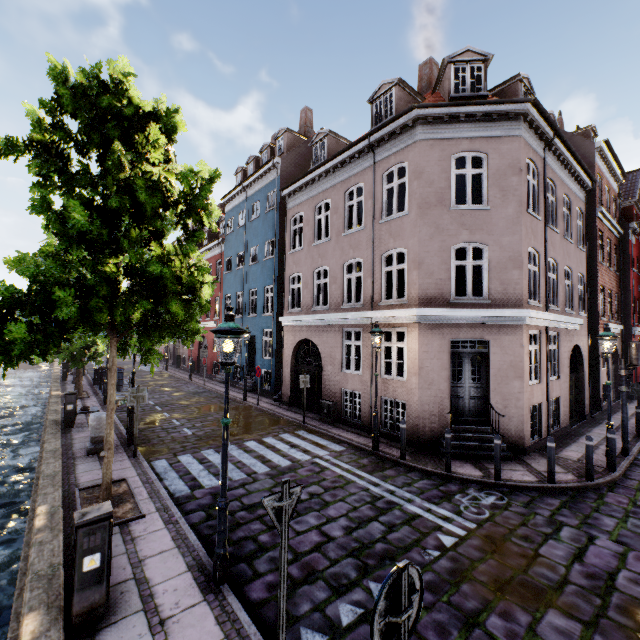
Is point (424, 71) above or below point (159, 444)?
above

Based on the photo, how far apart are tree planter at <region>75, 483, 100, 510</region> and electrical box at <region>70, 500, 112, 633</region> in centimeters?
187cm

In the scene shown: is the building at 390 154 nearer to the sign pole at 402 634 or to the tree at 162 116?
the tree at 162 116

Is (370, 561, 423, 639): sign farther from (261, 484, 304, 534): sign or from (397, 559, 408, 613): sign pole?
(261, 484, 304, 534): sign

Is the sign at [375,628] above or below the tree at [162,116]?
below

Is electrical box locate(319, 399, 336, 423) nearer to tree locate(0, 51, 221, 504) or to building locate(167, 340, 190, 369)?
building locate(167, 340, 190, 369)

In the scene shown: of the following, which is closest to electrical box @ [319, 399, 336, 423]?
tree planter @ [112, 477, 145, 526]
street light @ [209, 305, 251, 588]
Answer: street light @ [209, 305, 251, 588]

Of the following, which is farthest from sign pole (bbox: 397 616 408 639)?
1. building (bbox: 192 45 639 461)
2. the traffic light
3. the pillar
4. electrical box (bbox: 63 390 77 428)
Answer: electrical box (bbox: 63 390 77 428)
